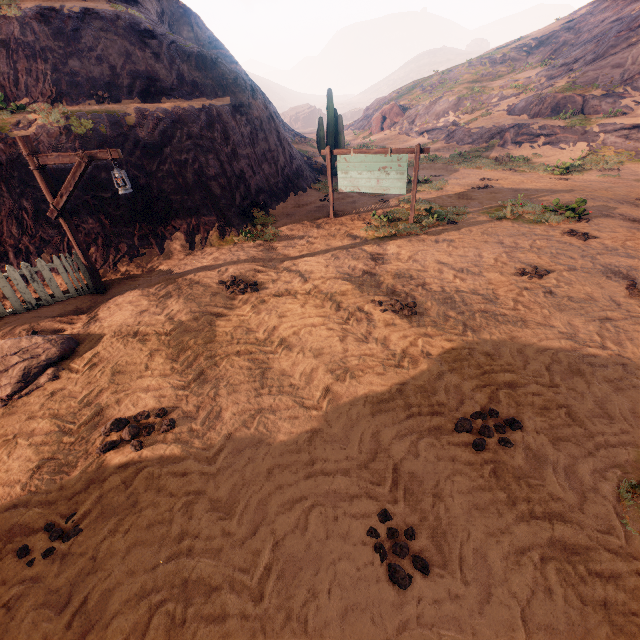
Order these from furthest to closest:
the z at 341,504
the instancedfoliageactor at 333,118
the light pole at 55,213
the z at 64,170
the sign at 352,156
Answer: the instancedfoliageactor at 333,118
the sign at 352,156
the z at 64,170
the light pole at 55,213
the z at 341,504

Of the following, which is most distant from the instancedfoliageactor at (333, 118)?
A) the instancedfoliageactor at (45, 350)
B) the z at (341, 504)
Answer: the instancedfoliageactor at (45, 350)

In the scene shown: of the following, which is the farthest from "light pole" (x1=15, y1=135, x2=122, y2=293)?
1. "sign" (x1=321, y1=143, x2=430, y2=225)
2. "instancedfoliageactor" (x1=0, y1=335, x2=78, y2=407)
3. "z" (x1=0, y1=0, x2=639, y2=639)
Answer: "sign" (x1=321, y1=143, x2=430, y2=225)

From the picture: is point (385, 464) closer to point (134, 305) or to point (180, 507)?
point (180, 507)

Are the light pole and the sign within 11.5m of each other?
yes

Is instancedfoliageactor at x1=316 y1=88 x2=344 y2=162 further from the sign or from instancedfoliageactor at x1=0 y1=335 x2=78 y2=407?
instancedfoliageactor at x1=0 y1=335 x2=78 y2=407

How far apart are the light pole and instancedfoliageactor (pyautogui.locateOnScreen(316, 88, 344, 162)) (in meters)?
13.46

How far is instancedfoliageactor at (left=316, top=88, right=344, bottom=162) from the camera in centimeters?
1661cm
